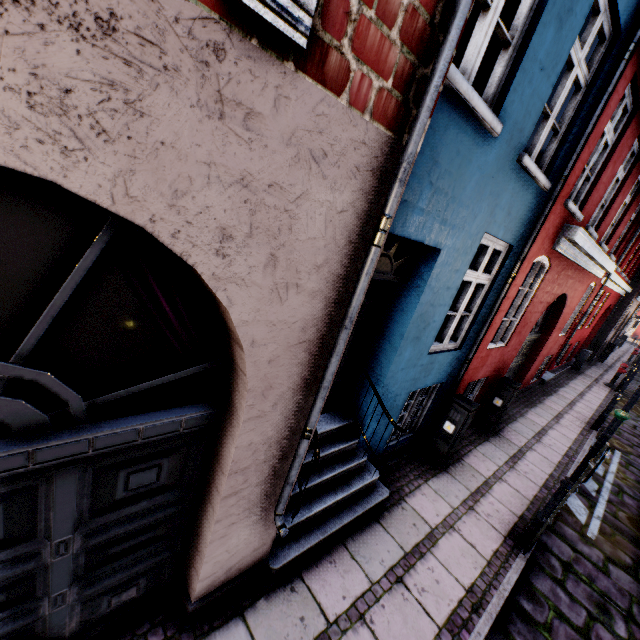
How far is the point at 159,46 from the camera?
1.0m

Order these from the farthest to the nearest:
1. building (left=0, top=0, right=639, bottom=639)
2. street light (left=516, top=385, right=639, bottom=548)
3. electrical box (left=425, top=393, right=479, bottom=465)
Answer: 1. electrical box (left=425, top=393, right=479, bottom=465)
2. street light (left=516, top=385, right=639, bottom=548)
3. building (left=0, top=0, right=639, bottom=639)

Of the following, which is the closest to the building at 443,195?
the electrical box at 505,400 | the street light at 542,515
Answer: the electrical box at 505,400

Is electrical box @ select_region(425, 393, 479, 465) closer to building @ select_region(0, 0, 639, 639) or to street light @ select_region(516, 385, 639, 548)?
building @ select_region(0, 0, 639, 639)

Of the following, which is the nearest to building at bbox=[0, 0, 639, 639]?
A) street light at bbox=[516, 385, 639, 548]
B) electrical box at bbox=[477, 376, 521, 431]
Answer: electrical box at bbox=[477, 376, 521, 431]

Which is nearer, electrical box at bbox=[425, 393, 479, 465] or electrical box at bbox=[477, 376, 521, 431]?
electrical box at bbox=[425, 393, 479, 465]

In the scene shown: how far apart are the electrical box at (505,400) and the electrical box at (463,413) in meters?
2.1 m
